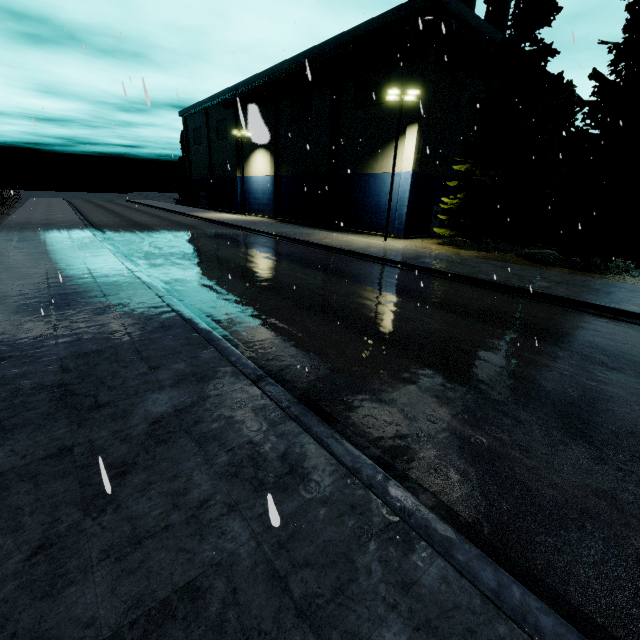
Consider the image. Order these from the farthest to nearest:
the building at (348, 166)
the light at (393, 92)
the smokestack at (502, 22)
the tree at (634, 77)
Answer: the smokestack at (502, 22), the building at (348, 166), the light at (393, 92), the tree at (634, 77)

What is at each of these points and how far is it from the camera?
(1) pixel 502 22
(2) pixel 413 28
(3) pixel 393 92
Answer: (1) smokestack, 37.2 meters
(2) pipe, 21.6 meters
(3) light, 21.3 meters

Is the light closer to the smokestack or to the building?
the building

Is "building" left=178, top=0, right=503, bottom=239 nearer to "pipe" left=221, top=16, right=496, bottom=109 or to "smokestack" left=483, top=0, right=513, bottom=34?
"pipe" left=221, top=16, right=496, bottom=109

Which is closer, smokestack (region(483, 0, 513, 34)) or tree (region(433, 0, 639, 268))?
tree (region(433, 0, 639, 268))

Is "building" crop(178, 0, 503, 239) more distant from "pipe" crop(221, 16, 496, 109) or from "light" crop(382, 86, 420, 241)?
"light" crop(382, 86, 420, 241)

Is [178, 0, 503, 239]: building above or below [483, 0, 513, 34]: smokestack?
below

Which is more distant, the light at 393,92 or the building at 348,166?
the building at 348,166
